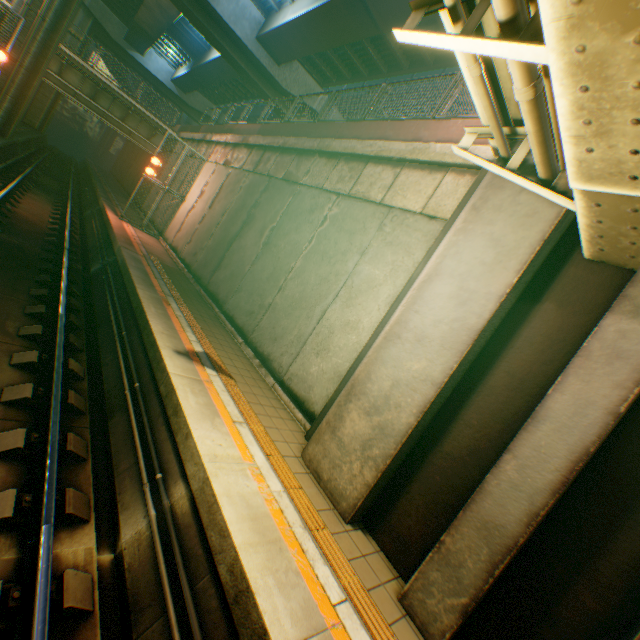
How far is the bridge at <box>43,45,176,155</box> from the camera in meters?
19.8

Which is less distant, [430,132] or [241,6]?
[430,132]

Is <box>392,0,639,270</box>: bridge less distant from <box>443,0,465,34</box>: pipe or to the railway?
<box>443,0,465,34</box>: pipe

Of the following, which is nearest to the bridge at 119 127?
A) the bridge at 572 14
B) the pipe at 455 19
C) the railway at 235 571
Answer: the railway at 235 571

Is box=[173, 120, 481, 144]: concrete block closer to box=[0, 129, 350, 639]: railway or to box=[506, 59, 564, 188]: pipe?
box=[506, 59, 564, 188]: pipe

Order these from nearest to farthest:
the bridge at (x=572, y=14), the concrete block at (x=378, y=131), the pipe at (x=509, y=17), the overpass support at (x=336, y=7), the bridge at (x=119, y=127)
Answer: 1. the bridge at (x=572, y=14)
2. the pipe at (x=509, y=17)
3. the concrete block at (x=378, y=131)
4. the overpass support at (x=336, y=7)
5. the bridge at (x=119, y=127)

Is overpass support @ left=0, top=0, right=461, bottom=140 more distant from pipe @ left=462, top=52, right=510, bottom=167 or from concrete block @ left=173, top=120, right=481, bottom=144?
pipe @ left=462, top=52, right=510, bottom=167

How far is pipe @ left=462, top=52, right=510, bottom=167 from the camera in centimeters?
344cm
